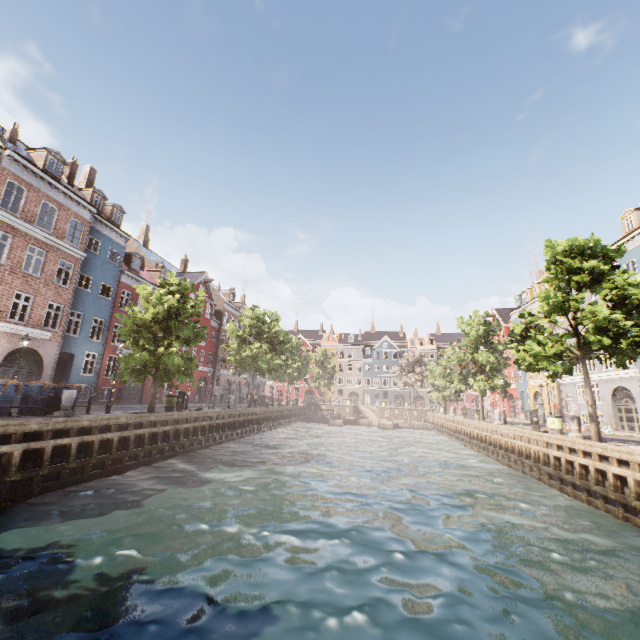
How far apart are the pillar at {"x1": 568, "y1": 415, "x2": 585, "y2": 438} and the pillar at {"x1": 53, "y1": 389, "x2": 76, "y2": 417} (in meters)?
22.31

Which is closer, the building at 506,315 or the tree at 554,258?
the tree at 554,258

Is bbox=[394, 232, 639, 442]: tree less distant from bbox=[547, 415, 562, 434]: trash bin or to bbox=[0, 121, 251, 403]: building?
bbox=[547, 415, 562, 434]: trash bin

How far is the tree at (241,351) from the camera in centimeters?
3125cm

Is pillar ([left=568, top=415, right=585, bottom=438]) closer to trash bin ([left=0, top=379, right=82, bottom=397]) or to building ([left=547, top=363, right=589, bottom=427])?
trash bin ([left=0, top=379, right=82, bottom=397])

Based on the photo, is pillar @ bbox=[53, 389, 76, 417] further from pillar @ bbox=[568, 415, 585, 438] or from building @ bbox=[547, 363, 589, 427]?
pillar @ bbox=[568, 415, 585, 438]

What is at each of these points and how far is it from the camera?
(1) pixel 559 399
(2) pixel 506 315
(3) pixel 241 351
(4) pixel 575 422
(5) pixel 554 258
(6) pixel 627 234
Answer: (1) building, 31.9m
(2) building, 47.5m
(3) tree, 30.7m
(4) pillar, 15.4m
(5) tree, 16.1m
(6) building, 23.2m

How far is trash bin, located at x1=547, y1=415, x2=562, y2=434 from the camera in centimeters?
1802cm
